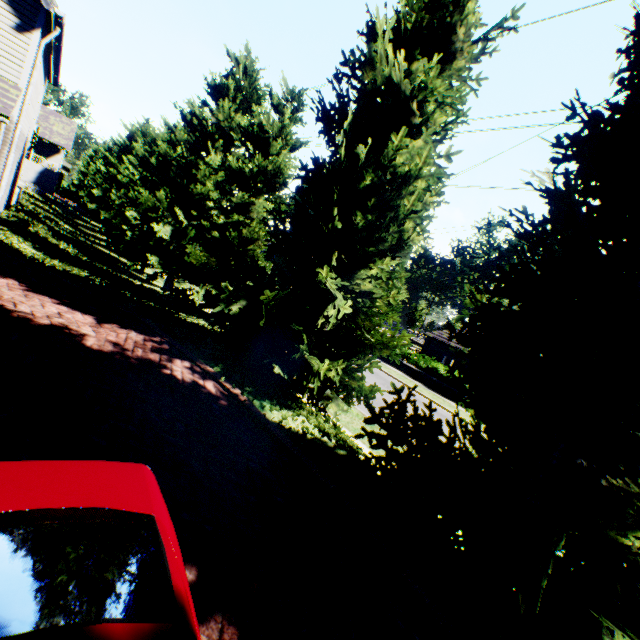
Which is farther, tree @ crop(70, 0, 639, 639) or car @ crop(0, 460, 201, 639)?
tree @ crop(70, 0, 639, 639)

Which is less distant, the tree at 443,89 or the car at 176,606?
the car at 176,606

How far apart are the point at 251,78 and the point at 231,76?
0.9m
